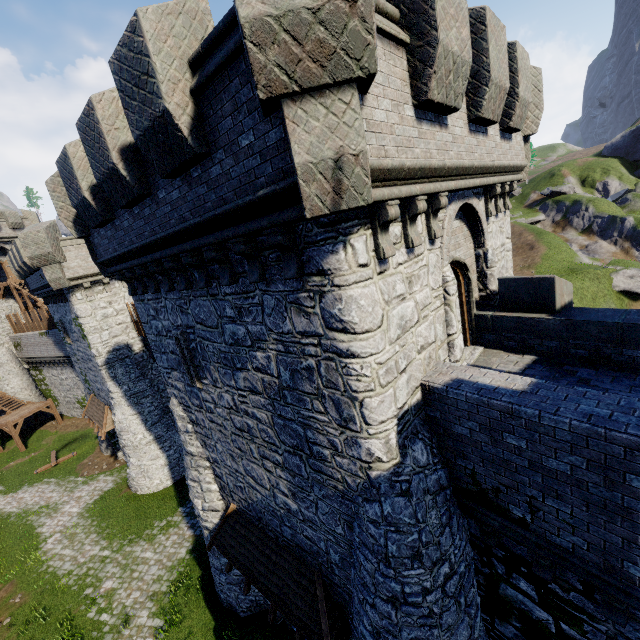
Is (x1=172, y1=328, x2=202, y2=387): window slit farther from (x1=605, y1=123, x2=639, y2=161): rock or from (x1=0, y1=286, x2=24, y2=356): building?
(x1=605, y1=123, x2=639, y2=161): rock

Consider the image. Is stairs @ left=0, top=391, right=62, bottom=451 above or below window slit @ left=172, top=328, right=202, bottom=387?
below

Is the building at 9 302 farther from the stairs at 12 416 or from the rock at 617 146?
the rock at 617 146

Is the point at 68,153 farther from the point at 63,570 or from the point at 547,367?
the point at 63,570

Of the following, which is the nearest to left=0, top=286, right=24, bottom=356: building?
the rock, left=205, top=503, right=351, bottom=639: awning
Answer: left=205, top=503, right=351, bottom=639: awning

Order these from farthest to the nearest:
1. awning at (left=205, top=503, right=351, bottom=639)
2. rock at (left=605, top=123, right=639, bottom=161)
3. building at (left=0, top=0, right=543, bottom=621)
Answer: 1. rock at (left=605, top=123, right=639, bottom=161)
2. awning at (left=205, top=503, right=351, bottom=639)
3. building at (left=0, top=0, right=543, bottom=621)

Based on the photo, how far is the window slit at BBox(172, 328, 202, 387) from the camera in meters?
9.3

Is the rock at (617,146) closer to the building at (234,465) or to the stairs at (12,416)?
the building at (234,465)
